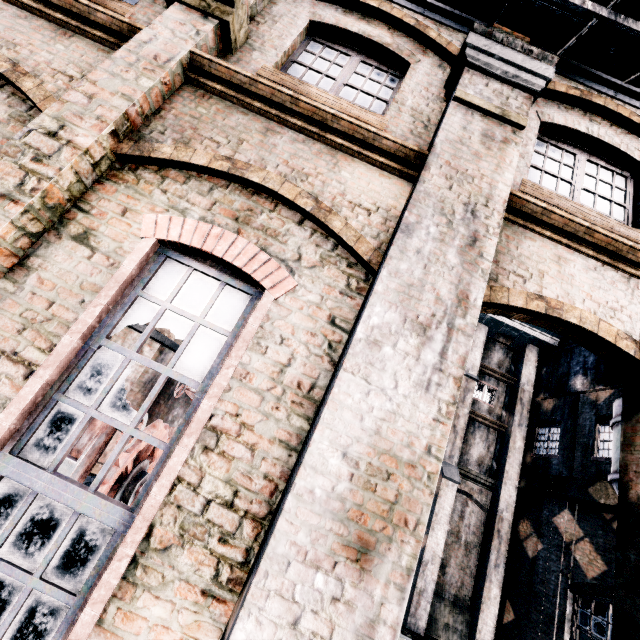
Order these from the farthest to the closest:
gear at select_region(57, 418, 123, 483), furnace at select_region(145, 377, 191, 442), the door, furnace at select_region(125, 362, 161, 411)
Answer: furnace at select_region(125, 362, 161, 411)
furnace at select_region(145, 377, 191, 442)
the door
gear at select_region(57, 418, 123, 483)

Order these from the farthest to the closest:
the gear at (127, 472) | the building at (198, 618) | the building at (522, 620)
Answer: the building at (522, 620) → the gear at (127, 472) → the building at (198, 618)

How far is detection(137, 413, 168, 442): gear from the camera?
7.51m

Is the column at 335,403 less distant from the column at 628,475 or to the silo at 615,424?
the column at 628,475

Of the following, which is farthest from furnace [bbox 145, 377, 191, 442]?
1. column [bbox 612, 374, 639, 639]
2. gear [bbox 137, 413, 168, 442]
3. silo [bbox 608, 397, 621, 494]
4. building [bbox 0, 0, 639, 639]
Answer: column [bbox 612, 374, 639, 639]

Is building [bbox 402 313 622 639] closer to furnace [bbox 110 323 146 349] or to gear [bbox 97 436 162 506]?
furnace [bbox 110 323 146 349]

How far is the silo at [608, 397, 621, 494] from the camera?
8.12m

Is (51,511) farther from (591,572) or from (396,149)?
(591,572)
